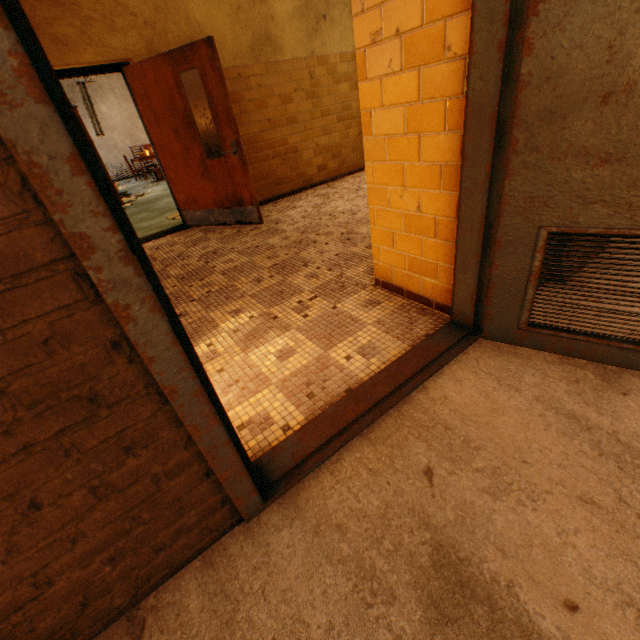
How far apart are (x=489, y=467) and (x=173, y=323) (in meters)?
1.33
